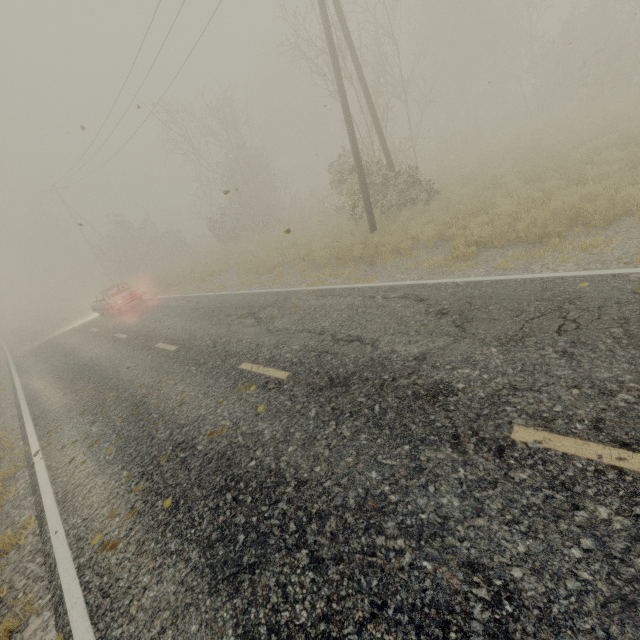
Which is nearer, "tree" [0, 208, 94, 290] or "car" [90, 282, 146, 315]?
"car" [90, 282, 146, 315]

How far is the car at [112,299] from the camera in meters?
17.6 m

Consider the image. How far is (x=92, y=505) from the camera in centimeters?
471cm

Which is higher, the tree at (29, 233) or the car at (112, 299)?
the tree at (29, 233)

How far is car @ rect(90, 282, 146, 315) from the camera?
17.6 meters

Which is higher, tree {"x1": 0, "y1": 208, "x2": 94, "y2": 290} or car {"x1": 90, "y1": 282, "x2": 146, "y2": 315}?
tree {"x1": 0, "y1": 208, "x2": 94, "y2": 290}
